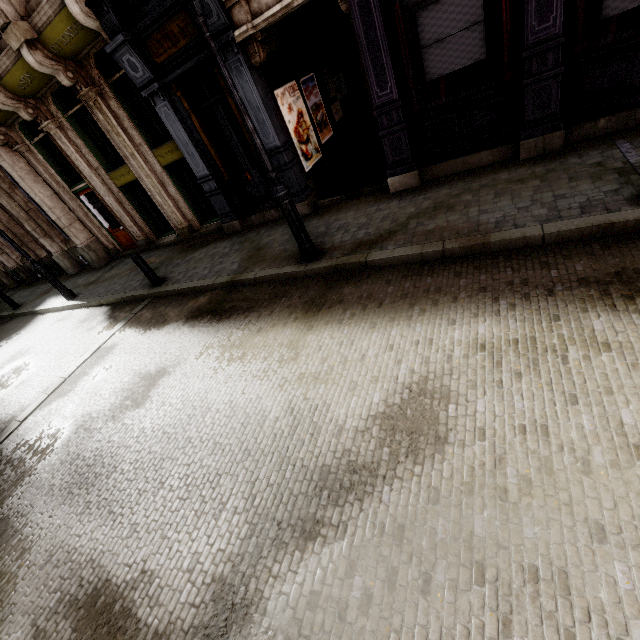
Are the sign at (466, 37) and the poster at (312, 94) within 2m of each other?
no

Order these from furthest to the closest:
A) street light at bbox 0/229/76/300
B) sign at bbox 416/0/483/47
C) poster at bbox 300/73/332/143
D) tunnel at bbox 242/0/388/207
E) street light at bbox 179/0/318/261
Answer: street light at bbox 0/229/76/300 < poster at bbox 300/73/332/143 < tunnel at bbox 242/0/388/207 < sign at bbox 416/0/483/47 < street light at bbox 179/0/318/261

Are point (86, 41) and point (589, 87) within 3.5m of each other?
no

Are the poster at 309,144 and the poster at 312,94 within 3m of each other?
yes

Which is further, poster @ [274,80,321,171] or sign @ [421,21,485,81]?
poster @ [274,80,321,171]

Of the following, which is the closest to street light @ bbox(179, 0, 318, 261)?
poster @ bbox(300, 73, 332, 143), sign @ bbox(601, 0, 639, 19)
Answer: poster @ bbox(300, 73, 332, 143)

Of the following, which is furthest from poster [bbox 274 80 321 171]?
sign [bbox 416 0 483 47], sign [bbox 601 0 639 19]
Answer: sign [bbox 601 0 639 19]

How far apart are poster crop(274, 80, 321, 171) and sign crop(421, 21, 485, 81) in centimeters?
320cm
